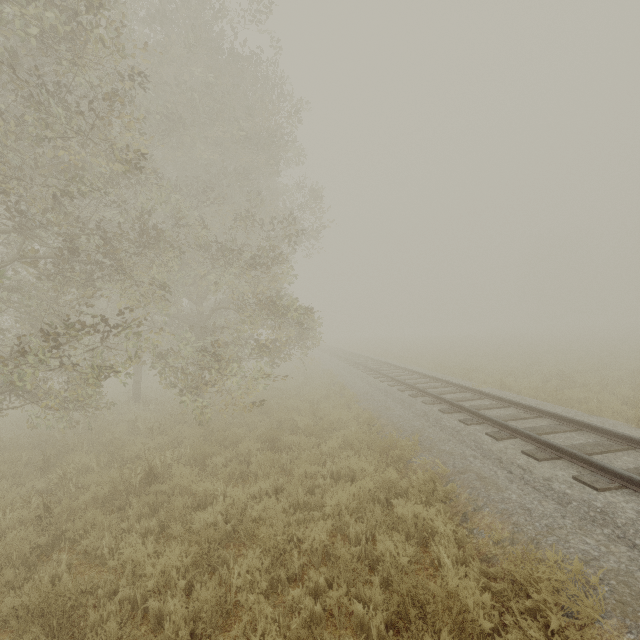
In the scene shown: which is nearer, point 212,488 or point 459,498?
point 459,498
